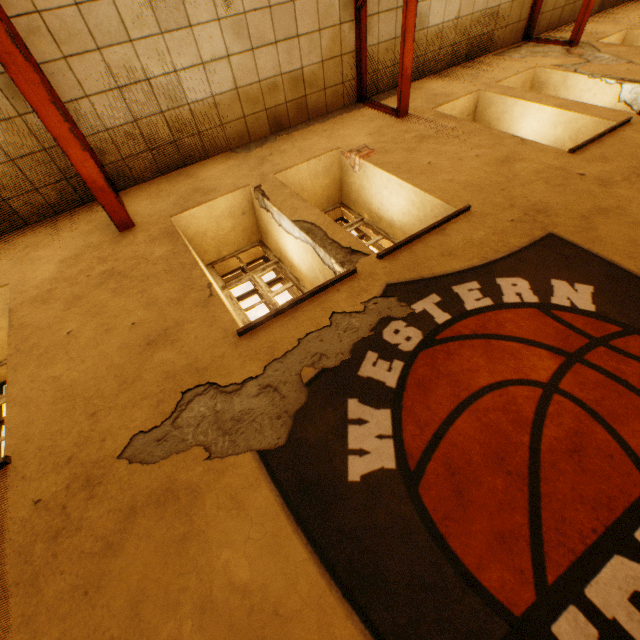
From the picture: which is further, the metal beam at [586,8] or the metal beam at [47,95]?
the metal beam at [586,8]

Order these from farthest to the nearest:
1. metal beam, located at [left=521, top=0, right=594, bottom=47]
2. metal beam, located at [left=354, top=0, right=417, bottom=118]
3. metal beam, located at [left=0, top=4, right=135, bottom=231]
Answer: metal beam, located at [left=521, top=0, right=594, bottom=47], metal beam, located at [left=354, top=0, right=417, bottom=118], metal beam, located at [left=0, top=4, right=135, bottom=231]

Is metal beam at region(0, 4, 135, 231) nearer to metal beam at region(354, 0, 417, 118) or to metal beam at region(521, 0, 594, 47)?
metal beam at region(354, 0, 417, 118)

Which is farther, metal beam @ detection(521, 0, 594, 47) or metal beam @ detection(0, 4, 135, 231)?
metal beam @ detection(521, 0, 594, 47)

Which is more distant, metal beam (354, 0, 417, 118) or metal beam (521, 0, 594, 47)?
metal beam (521, 0, 594, 47)

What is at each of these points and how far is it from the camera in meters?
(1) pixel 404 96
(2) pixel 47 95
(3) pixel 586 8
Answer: (1) metal beam, 4.4
(2) metal beam, 2.6
(3) metal beam, 5.3

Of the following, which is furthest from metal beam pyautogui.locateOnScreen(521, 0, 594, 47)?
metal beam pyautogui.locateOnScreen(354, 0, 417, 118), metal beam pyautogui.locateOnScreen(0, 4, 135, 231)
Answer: metal beam pyautogui.locateOnScreen(0, 4, 135, 231)

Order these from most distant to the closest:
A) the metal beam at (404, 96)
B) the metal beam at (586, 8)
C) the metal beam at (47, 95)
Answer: the metal beam at (586, 8) → the metal beam at (404, 96) → the metal beam at (47, 95)
